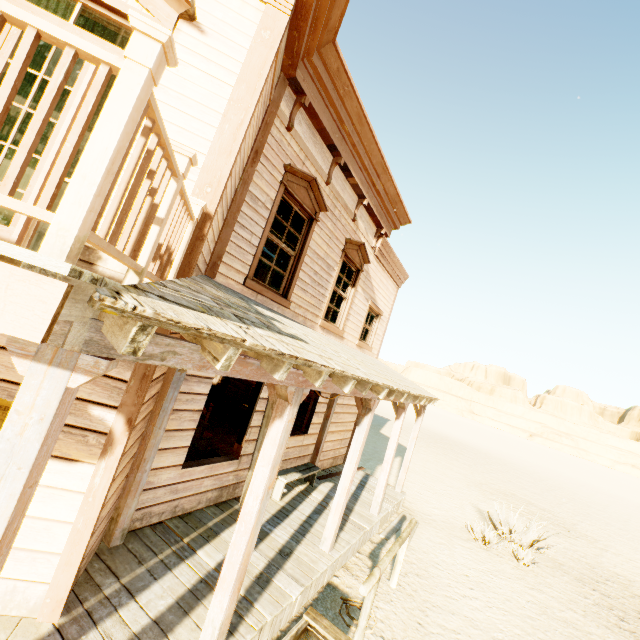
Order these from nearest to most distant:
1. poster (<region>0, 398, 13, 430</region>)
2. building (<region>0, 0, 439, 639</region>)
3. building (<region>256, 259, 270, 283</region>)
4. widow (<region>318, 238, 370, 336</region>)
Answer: building (<region>0, 0, 439, 639</region>)
poster (<region>0, 398, 13, 430</region>)
widow (<region>318, 238, 370, 336</region>)
building (<region>256, 259, 270, 283</region>)

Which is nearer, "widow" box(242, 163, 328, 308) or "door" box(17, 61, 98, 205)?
"door" box(17, 61, 98, 205)

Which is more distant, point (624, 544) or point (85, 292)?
point (624, 544)

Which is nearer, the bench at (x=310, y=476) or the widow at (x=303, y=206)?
the widow at (x=303, y=206)

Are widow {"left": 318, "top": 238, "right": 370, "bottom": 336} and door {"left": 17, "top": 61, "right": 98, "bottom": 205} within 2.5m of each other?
no

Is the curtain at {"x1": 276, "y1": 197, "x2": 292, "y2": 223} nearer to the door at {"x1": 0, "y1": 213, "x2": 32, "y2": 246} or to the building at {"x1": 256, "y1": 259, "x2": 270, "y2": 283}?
the building at {"x1": 256, "y1": 259, "x2": 270, "y2": 283}

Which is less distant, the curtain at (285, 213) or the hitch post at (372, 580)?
the hitch post at (372, 580)

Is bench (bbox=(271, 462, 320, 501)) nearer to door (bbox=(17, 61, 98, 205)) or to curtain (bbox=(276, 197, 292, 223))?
curtain (bbox=(276, 197, 292, 223))
